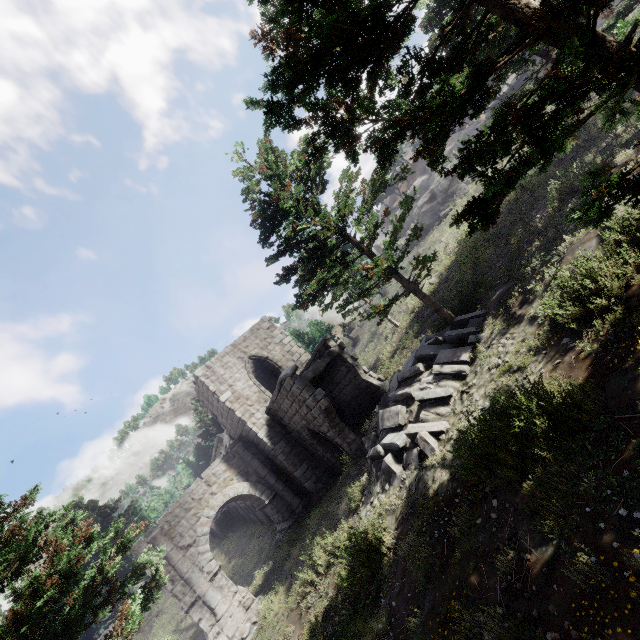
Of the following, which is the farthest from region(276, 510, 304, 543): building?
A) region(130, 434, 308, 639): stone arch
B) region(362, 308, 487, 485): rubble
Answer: region(362, 308, 487, 485): rubble

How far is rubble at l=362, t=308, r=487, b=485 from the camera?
8.75m

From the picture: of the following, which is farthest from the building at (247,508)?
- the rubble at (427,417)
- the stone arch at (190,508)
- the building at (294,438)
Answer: the rubble at (427,417)

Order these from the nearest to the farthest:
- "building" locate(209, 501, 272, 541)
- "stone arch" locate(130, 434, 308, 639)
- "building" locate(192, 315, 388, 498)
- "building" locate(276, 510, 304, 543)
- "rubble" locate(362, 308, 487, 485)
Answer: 1. "rubble" locate(362, 308, 487, 485)
2. "building" locate(192, 315, 388, 498)
3. "stone arch" locate(130, 434, 308, 639)
4. "building" locate(276, 510, 304, 543)
5. "building" locate(209, 501, 272, 541)

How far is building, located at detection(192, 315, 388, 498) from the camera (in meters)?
14.20

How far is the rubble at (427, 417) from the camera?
8.75m

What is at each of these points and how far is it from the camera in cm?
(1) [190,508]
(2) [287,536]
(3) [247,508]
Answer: (1) stone arch, 1688
(2) building, 1667
(3) building, 2756
